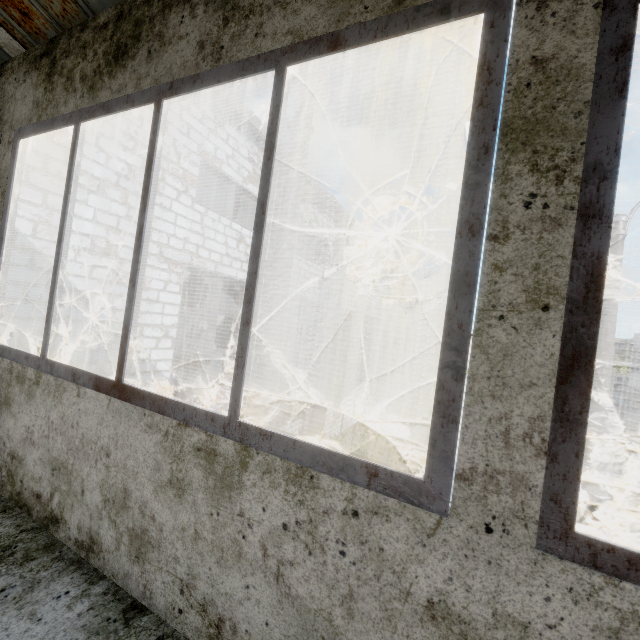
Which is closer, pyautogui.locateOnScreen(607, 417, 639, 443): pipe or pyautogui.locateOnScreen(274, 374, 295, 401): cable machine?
pyautogui.locateOnScreen(274, 374, 295, 401): cable machine

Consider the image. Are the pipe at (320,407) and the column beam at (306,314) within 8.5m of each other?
yes

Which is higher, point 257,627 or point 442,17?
point 442,17

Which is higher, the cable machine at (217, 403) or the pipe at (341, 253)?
the pipe at (341, 253)

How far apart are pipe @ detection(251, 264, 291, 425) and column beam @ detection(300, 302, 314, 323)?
5.3 meters

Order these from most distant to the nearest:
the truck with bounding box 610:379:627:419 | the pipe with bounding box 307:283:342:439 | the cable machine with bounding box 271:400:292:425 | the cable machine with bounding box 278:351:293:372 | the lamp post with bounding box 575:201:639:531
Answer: the cable machine with bounding box 278:351:293:372 < the truck with bounding box 610:379:627:419 < the cable machine with bounding box 271:400:292:425 < the pipe with bounding box 307:283:342:439 < the lamp post with bounding box 575:201:639:531

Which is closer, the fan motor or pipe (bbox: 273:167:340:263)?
pipe (bbox: 273:167:340:263)

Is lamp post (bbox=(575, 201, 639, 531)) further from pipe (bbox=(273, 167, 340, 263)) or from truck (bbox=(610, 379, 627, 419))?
truck (bbox=(610, 379, 627, 419))
